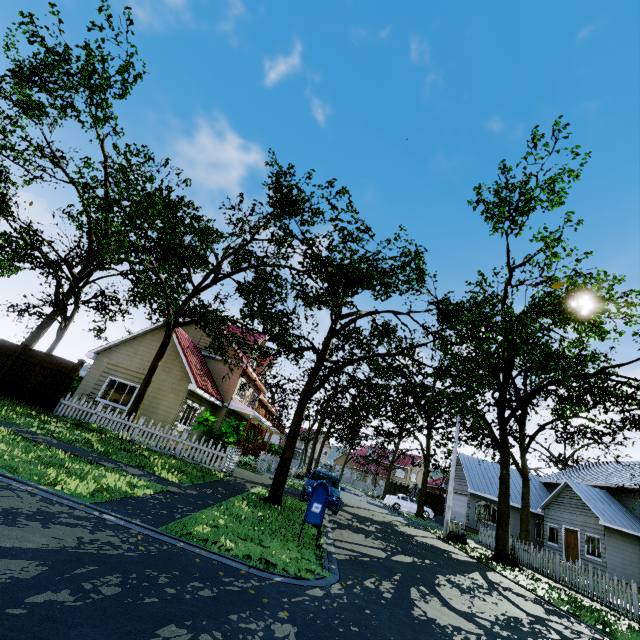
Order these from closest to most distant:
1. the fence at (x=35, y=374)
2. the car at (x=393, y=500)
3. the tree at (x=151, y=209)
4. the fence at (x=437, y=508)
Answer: the tree at (x=151, y=209)
the fence at (x=35, y=374)
the car at (x=393, y=500)
the fence at (x=437, y=508)

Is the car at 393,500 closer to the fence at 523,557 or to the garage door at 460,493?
the garage door at 460,493

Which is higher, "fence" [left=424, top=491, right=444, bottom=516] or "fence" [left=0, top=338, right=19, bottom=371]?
"fence" [left=0, top=338, right=19, bottom=371]

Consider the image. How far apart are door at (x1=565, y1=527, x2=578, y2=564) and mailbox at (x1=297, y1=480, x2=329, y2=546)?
25.4 meters

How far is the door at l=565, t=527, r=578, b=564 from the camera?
22.2m

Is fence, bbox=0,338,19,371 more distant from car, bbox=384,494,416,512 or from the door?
car, bbox=384,494,416,512

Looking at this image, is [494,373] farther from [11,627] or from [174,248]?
[11,627]

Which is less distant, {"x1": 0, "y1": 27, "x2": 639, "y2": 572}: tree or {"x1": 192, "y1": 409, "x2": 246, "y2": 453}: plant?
{"x1": 0, "y1": 27, "x2": 639, "y2": 572}: tree
